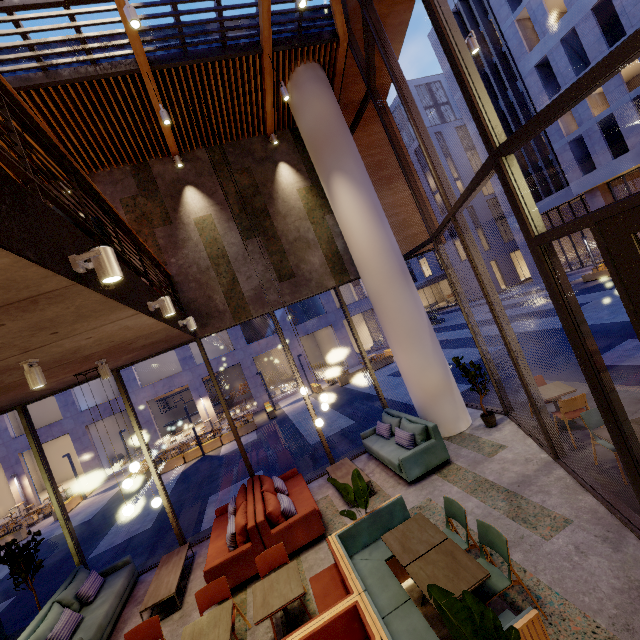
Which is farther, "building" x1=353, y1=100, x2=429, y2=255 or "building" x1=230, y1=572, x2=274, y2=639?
"building" x1=353, y1=100, x2=429, y2=255

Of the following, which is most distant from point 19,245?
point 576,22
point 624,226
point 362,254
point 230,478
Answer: point 576,22

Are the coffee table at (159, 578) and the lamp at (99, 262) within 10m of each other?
yes

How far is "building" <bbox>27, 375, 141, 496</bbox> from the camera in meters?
21.6 m

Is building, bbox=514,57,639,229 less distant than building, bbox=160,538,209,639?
No

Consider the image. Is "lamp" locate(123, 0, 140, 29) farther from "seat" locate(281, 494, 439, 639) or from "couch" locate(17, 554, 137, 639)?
"couch" locate(17, 554, 137, 639)

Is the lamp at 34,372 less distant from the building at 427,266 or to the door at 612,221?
the door at 612,221

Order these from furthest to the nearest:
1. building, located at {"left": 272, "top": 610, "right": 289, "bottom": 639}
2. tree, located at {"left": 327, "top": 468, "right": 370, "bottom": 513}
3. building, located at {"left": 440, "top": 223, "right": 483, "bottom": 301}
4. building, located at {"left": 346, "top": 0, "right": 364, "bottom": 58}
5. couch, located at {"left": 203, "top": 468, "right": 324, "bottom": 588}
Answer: building, located at {"left": 440, "top": 223, "right": 483, "bottom": 301} < building, located at {"left": 346, "top": 0, "right": 364, "bottom": 58} < couch, located at {"left": 203, "top": 468, "right": 324, "bottom": 588} < tree, located at {"left": 327, "top": 468, "right": 370, "bottom": 513} < building, located at {"left": 272, "top": 610, "right": 289, "bottom": 639}
